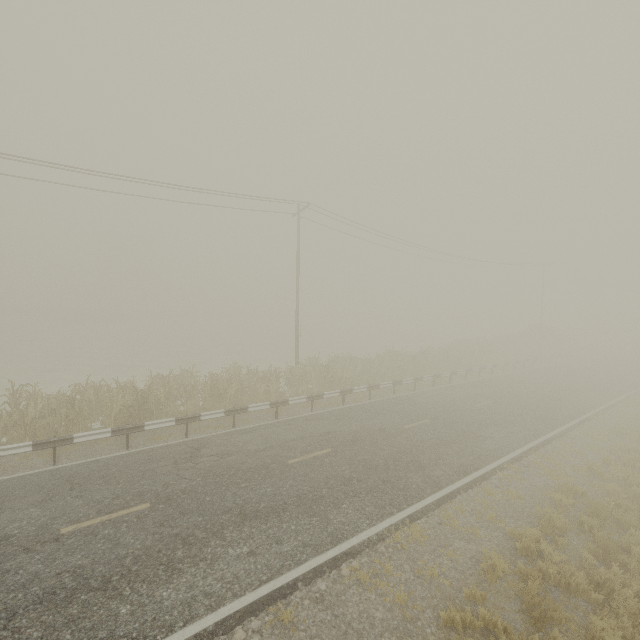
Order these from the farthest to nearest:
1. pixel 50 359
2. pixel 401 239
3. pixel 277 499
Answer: pixel 50 359
pixel 401 239
pixel 277 499
